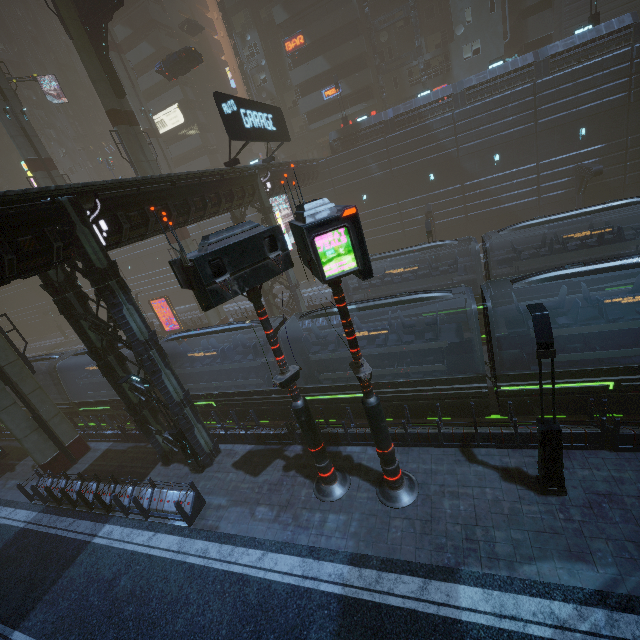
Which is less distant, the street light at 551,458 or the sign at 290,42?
the street light at 551,458

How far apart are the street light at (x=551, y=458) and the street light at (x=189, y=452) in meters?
12.9

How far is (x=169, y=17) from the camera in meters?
44.5

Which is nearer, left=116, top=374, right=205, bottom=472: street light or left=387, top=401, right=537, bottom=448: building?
left=387, top=401, right=537, bottom=448: building

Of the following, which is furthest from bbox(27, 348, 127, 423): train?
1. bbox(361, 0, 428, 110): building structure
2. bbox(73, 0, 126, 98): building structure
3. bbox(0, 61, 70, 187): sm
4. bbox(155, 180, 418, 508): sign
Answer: bbox(361, 0, 428, 110): building structure

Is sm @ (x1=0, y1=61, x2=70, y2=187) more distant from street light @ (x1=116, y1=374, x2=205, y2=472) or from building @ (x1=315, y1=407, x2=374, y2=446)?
street light @ (x1=116, y1=374, x2=205, y2=472)

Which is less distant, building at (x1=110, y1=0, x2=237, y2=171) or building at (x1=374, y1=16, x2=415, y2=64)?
building at (x1=374, y1=16, x2=415, y2=64)

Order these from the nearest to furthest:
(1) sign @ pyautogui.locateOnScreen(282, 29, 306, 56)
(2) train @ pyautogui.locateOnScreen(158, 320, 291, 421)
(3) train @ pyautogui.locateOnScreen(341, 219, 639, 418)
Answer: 1. (3) train @ pyautogui.locateOnScreen(341, 219, 639, 418)
2. (2) train @ pyautogui.locateOnScreen(158, 320, 291, 421)
3. (1) sign @ pyautogui.locateOnScreen(282, 29, 306, 56)
